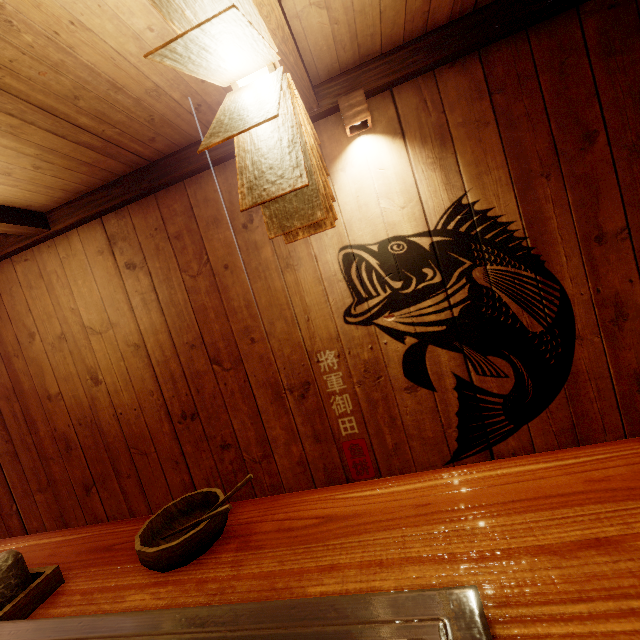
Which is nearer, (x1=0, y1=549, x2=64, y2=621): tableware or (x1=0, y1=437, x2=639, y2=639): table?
(x1=0, y1=437, x2=639, y2=639): table

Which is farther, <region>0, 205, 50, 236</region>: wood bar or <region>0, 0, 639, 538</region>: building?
<region>0, 205, 50, 236</region>: wood bar

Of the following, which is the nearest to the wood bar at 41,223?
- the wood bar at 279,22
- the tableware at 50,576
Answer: the tableware at 50,576

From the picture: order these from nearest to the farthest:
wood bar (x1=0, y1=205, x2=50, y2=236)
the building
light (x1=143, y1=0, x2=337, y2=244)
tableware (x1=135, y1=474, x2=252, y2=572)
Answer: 1. light (x1=143, y1=0, x2=337, y2=244)
2. tableware (x1=135, y1=474, x2=252, y2=572)
3. the building
4. wood bar (x1=0, y1=205, x2=50, y2=236)

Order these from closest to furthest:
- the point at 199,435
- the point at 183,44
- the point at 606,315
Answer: the point at 183,44, the point at 606,315, the point at 199,435

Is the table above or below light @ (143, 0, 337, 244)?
below

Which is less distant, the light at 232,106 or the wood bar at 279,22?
the light at 232,106

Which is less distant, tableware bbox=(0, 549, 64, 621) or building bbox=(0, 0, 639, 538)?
tableware bbox=(0, 549, 64, 621)
